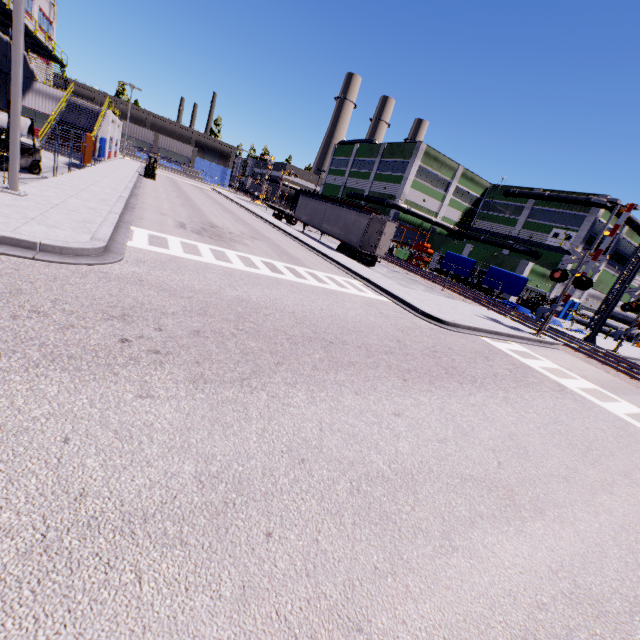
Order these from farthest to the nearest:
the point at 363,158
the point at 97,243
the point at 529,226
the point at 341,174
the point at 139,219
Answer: the point at 341,174, the point at 363,158, the point at 529,226, the point at 139,219, the point at 97,243

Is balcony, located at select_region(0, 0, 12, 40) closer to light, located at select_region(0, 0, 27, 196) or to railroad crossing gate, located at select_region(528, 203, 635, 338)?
light, located at select_region(0, 0, 27, 196)

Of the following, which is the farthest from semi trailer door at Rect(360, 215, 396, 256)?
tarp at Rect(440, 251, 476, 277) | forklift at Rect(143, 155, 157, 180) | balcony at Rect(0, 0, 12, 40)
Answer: forklift at Rect(143, 155, 157, 180)

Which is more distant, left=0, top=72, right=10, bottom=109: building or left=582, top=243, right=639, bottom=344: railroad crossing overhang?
left=0, top=72, right=10, bottom=109: building

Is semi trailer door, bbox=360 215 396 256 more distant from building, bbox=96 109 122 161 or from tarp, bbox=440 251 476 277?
building, bbox=96 109 122 161

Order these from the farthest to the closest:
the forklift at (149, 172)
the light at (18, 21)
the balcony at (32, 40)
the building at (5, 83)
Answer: the forklift at (149, 172), the building at (5, 83), the balcony at (32, 40), the light at (18, 21)

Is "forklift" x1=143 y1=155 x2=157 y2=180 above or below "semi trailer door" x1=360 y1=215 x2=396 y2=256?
below

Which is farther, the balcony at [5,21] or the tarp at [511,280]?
the tarp at [511,280]
